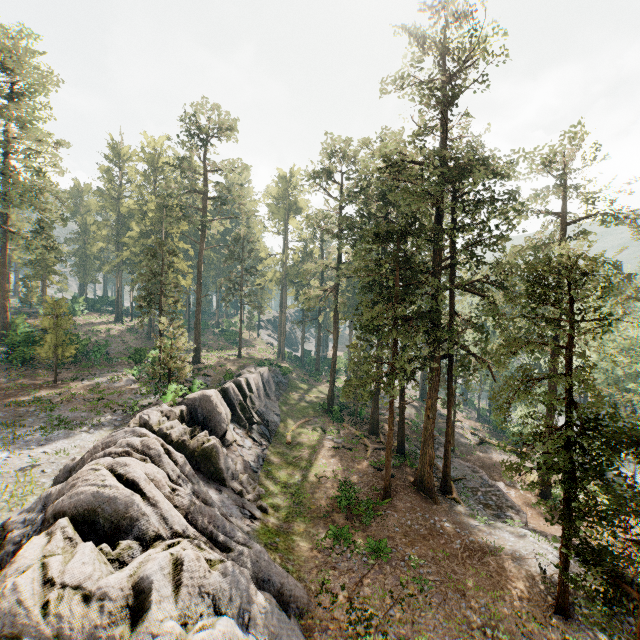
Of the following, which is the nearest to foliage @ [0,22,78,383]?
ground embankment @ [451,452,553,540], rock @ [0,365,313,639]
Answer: ground embankment @ [451,452,553,540]

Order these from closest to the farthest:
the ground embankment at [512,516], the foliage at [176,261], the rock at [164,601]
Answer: the rock at [164,601]
the foliage at [176,261]
the ground embankment at [512,516]

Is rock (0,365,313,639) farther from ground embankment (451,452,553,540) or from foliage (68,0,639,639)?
ground embankment (451,452,553,540)

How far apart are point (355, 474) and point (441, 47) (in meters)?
30.22

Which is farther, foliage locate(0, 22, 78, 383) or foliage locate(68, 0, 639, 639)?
foliage locate(0, 22, 78, 383)

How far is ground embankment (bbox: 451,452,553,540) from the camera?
20.7 meters

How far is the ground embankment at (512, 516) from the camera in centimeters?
2070cm

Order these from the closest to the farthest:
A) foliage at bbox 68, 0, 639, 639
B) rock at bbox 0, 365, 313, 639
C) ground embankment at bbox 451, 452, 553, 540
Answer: rock at bbox 0, 365, 313, 639 → foliage at bbox 68, 0, 639, 639 → ground embankment at bbox 451, 452, 553, 540
